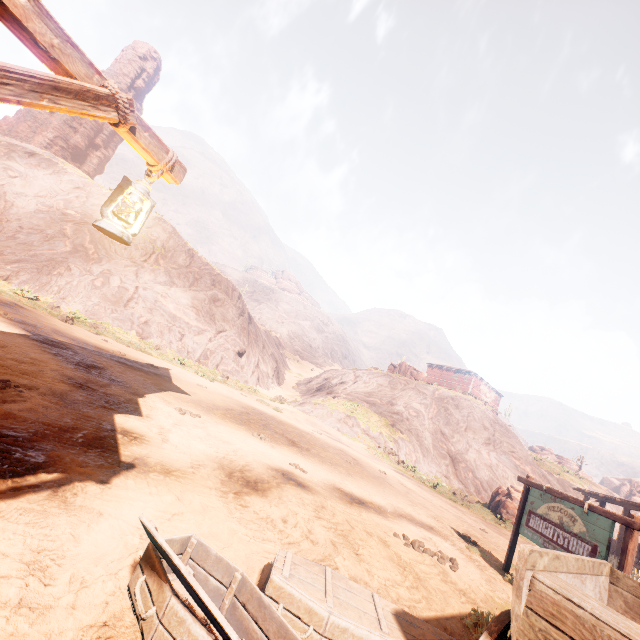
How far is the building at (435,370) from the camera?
46.10m

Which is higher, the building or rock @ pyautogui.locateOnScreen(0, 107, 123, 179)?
rock @ pyautogui.locateOnScreen(0, 107, 123, 179)

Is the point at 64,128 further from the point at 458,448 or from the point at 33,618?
the point at 458,448

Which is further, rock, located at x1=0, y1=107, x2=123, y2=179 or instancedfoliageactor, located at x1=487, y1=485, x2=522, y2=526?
rock, located at x1=0, y1=107, x2=123, y2=179

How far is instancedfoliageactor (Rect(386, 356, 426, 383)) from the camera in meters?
37.8

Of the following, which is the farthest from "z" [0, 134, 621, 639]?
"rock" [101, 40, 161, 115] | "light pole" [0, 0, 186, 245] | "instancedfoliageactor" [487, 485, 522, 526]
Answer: "rock" [101, 40, 161, 115]

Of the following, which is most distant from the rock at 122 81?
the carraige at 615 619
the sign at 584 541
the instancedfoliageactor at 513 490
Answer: the carraige at 615 619

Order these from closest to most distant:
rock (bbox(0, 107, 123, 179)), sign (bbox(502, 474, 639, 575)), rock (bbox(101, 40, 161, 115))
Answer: sign (bbox(502, 474, 639, 575))
rock (bbox(0, 107, 123, 179))
rock (bbox(101, 40, 161, 115))
